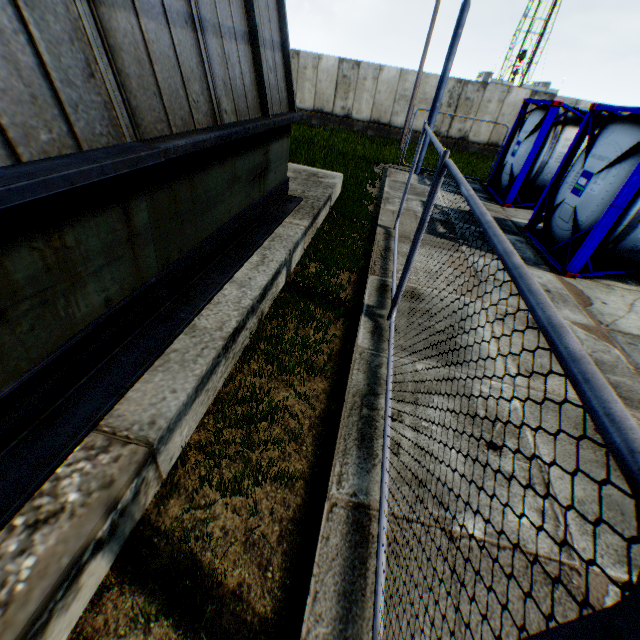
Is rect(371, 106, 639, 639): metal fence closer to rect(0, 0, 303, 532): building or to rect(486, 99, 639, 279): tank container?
rect(0, 0, 303, 532): building

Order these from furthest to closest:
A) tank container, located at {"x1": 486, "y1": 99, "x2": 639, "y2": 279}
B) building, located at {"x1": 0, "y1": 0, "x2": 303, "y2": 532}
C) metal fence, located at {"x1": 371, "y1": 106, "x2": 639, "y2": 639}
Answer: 1. tank container, located at {"x1": 486, "y1": 99, "x2": 639, "y2": 279}
2. building, located at {"x1": 0, "y1": 0, "x2": 303, "y2": 532}
3. metal fence, located at {"x1": 371, "y1": 106, "x2": 639, "y2": 639}

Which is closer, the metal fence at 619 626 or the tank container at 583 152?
the metal fence at 619 626

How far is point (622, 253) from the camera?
6.52m

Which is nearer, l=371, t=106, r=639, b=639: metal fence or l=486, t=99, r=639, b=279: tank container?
l=371, t=106, r=639, b=639: metal fence

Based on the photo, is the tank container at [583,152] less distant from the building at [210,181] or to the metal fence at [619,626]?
the metal fence at [619,626]
